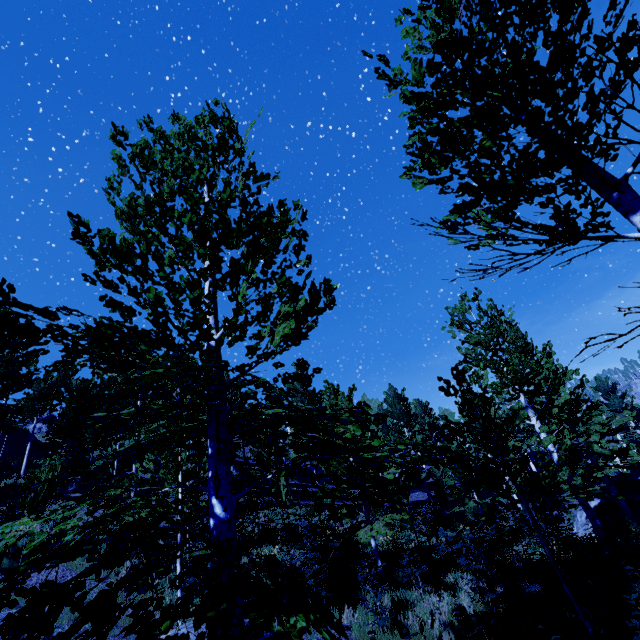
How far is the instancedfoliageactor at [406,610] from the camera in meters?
7.6 m

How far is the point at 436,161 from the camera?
3.2m

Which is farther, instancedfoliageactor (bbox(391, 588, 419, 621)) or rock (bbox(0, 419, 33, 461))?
rock (bbox(0, 419, 33, 461))

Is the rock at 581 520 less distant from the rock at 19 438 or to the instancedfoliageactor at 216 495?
the instancedfoliageactor at 216 495

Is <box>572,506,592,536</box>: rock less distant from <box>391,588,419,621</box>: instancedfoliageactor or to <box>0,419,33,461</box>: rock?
<box>391,588,419,621</box>: instancedfoliageactor

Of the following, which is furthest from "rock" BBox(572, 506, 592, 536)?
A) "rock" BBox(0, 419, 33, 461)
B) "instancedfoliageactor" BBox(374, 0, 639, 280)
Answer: "rock" BBox(0, 419, 33, 461)
